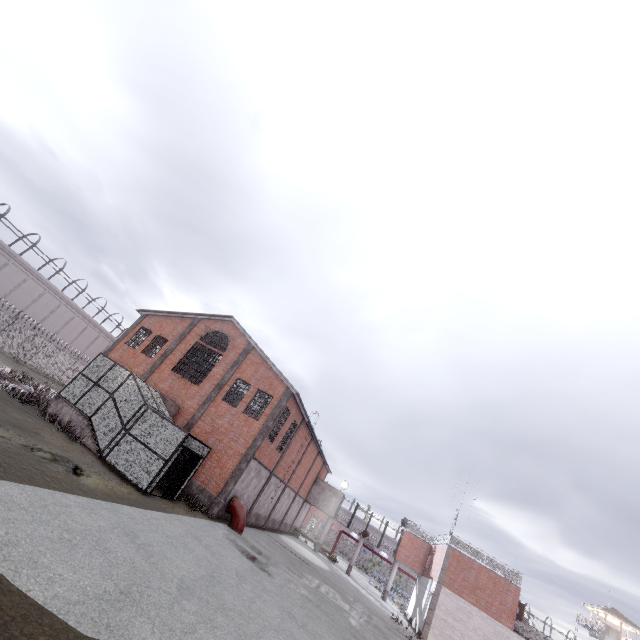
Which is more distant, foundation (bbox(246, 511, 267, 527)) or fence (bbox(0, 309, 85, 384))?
fence (bbox(0, 309, 85, 384))

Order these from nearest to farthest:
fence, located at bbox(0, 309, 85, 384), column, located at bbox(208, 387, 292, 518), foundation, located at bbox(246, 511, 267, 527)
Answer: column, located at bbox(208, 387, 292, 518)
foundation, located at bbox(246, 511, 267, 527)
fence, located at bbox(0, 309, 85, 384)

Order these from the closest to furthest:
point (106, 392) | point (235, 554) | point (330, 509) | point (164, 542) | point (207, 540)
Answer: point (164, 542)
point (207, 540)
point (235, 554)
point (106, 392)
point (330, 509)

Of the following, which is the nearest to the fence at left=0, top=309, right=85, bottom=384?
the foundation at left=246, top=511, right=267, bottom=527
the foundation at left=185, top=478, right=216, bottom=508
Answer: the foundation at left=246, top=511, right=267, bottom=527

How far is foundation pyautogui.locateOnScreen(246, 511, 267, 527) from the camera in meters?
25.0

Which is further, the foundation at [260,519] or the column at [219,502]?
the foundation at [260,519]

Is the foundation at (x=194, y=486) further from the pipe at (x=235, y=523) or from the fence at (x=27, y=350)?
the fence at (x=27, y=350)

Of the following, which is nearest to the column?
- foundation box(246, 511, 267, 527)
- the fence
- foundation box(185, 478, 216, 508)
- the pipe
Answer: foundation box(185, 478, 216, 508)
